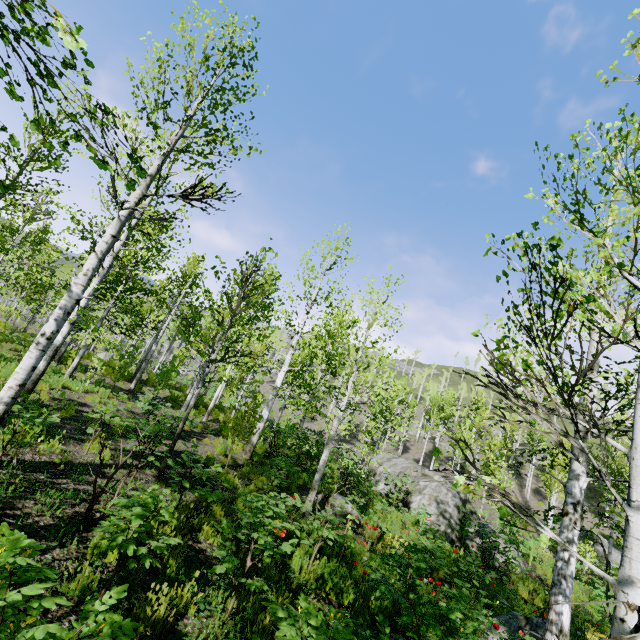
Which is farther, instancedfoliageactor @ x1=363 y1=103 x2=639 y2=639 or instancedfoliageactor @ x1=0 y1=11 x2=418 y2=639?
instancedfoliageactor @ x1=0 y1=11 x2=418 y2=639

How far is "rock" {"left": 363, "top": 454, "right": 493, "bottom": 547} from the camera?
14.0 meters

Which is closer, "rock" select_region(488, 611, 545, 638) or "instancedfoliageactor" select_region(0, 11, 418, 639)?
"instancedfoliageactor" select_region(0, 11, 418, 639)

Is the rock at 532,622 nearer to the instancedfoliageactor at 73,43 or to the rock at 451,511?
the instancedfoliageactor at 73,43

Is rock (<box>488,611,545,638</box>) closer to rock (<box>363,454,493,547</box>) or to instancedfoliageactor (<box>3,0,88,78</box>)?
instancedfoliageactor (<box>3,0,88,78</box>)

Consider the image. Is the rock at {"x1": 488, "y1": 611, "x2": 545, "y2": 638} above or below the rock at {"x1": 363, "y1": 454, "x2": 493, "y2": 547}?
below

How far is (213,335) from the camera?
12.8 meters
